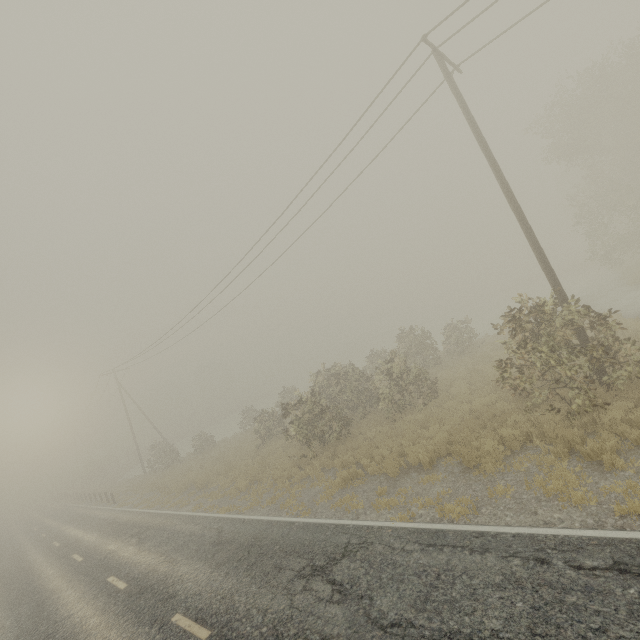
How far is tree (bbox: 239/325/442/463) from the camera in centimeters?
1540cm

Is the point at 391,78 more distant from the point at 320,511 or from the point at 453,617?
the point at 320,511

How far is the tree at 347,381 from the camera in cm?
1540

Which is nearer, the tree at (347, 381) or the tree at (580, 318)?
the tree at (580, 318)

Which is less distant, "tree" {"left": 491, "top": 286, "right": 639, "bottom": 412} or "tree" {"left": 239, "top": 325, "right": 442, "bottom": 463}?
"tree" {"left": 491, "top": 286, "right": 639, "bottom": 412}
